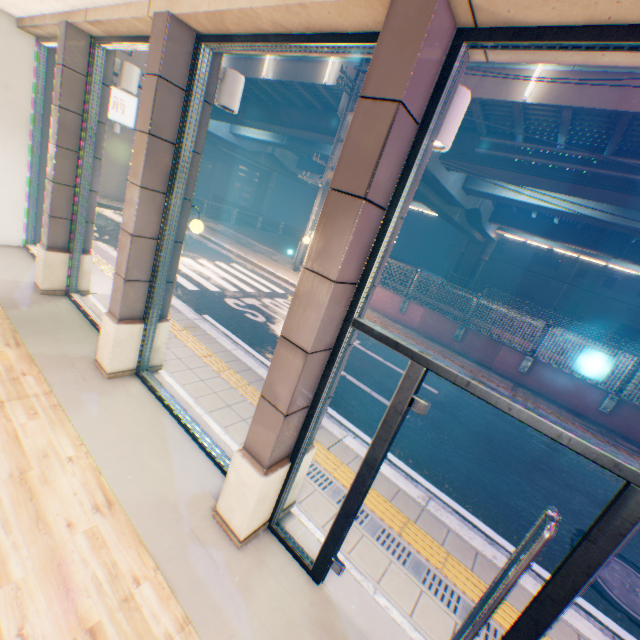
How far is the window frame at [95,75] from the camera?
4.4m

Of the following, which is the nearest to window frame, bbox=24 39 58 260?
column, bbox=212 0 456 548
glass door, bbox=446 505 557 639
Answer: column, bbox=212 0 456 548

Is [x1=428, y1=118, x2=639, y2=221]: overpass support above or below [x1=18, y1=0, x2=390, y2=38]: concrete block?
above

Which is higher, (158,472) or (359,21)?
(359,21)

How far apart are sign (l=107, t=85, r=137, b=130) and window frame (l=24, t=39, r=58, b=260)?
9.9m

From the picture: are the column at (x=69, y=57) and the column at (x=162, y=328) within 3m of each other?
yes

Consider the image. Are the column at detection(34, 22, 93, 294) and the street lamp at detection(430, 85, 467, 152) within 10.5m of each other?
yes

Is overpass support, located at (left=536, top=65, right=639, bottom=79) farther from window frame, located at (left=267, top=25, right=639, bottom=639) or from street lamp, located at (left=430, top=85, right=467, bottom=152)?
window frame, located at (left=267, top=25, right=639, bottom=639)
